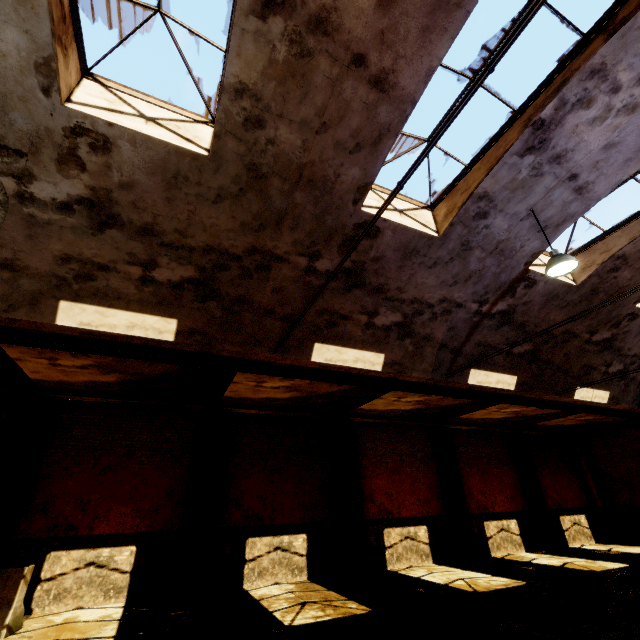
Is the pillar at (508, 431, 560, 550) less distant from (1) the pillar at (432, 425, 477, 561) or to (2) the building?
(1) the pillar at (432, 425, 477, 561)

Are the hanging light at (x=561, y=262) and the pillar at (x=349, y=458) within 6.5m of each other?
no

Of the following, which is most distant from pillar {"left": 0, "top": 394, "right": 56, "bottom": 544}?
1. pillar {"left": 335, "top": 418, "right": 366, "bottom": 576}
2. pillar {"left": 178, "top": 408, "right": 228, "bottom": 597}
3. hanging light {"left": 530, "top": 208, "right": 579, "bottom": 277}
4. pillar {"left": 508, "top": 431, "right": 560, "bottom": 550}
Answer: pillar {"left": 508, "top": 431, "right": 560, "bottom": 550}

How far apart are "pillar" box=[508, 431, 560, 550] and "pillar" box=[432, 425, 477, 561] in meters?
4.2

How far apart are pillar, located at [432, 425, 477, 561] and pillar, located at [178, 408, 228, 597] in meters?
9.2

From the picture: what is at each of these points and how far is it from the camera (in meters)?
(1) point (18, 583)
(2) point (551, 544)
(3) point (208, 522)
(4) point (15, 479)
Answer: (1) concrete barricade, 6.56
(2) pillar, 14.07
(3) pillar, 9.44
(4) pillar, 8.22

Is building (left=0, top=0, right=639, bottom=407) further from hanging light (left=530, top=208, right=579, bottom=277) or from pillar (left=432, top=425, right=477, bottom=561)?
pillar (left=432, top=425, right=477, bottom=561)

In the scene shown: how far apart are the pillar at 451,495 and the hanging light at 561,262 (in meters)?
9.92
